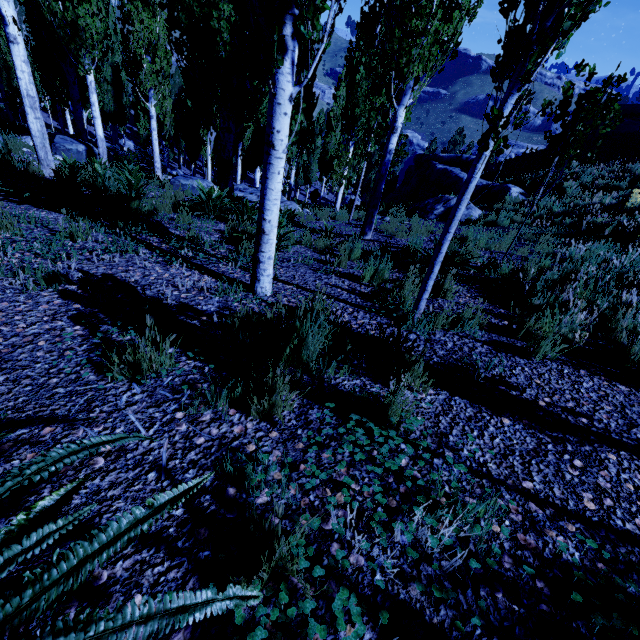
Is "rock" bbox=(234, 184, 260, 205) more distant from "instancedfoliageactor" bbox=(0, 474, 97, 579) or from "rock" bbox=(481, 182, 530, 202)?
"rock" bbox=(481, 182, 530, 202)

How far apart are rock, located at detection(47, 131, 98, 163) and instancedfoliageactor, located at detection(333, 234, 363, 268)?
10.3m

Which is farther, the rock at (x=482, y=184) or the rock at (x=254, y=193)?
the rock at (x=482, y=184)

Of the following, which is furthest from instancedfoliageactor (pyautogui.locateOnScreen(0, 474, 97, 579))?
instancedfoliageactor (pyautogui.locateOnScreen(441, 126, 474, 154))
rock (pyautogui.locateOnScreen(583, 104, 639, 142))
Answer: rock (pyautogui.locateOnScreen(583, 104, 639, 142))

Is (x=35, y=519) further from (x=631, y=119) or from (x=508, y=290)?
(x=631, y=119)

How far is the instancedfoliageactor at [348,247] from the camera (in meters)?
5.34

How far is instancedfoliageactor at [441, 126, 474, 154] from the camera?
41.2m

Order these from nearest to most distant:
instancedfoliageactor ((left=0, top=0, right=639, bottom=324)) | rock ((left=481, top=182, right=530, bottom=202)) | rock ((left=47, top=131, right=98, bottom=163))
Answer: instancedfoliageactor ((left=0, top=0, right=639, bottom=324)) < rock ((left=47, top=131, right=98, bottom=163)) < rock ((left=481, top=182, right=530, bottom=202))
